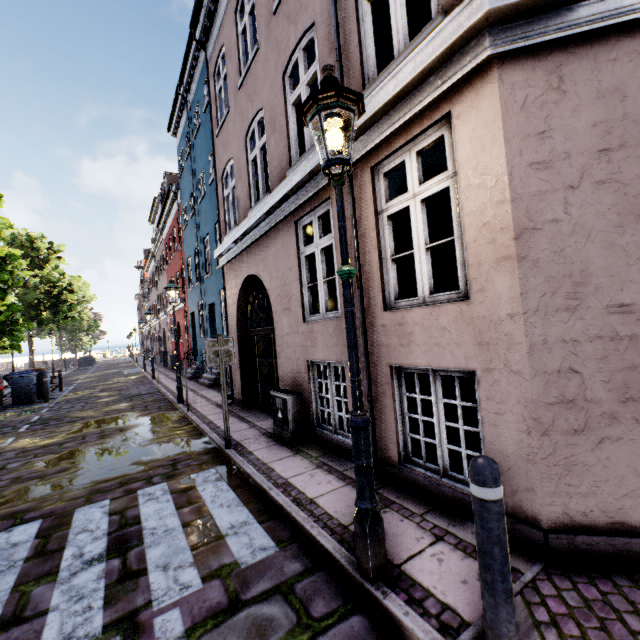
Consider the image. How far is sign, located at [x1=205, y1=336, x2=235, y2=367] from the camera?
5.5m

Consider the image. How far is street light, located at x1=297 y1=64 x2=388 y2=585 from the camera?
2.4 meters

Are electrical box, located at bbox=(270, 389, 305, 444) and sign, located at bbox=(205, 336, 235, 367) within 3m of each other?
yes

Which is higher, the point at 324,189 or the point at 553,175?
the point at 324,189

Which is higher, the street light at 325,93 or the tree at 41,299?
the tree at 41,299

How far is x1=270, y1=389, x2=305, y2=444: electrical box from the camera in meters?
5.5 m

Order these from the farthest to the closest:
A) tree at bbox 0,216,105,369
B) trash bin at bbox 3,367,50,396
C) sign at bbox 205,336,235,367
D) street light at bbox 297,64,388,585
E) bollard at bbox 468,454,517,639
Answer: trash bin at bbox 3,367,50,396
tree at bbox 0,216,105,369
sign at bbox 205,336,235,367
street light at bbox 297,64,388,585
bollard at bbox 468,454,517,639

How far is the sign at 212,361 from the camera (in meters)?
5.48
